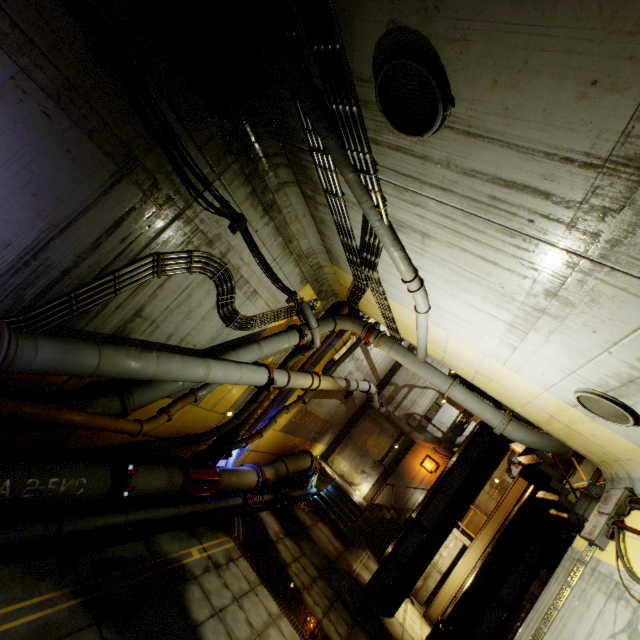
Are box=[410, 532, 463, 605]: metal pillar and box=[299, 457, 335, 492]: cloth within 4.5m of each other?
no

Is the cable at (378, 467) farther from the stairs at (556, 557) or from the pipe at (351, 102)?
the stairs at (556, 557)

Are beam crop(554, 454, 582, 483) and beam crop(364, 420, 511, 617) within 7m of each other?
yes

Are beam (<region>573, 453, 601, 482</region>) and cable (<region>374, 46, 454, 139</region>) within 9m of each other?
no

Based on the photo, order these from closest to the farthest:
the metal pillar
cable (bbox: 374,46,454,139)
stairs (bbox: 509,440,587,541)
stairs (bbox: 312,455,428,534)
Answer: cable (bbox: 374,46,454,139) → stairs (bbox: 509,440,587,541) → the metal pillar → stairs (bbox: 312,455,428,534)

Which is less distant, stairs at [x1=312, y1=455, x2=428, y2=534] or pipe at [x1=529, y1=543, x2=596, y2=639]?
pipe at [x1=529, y1=543, x2=596, y2=639]

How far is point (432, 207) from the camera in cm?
421

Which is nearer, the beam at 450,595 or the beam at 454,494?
the beam at 450,595
